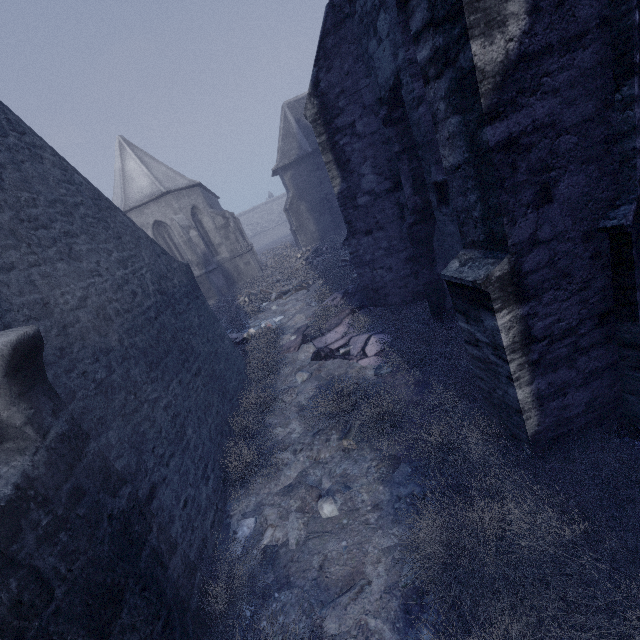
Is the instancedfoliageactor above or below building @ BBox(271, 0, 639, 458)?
below

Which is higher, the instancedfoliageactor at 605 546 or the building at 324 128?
the building at 324 128

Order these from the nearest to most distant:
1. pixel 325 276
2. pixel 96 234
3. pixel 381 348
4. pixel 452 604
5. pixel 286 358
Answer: pixel 452 604 → pixel 96 234 → pixel 381 348 → pixel 286 358 → pixel 325 276
